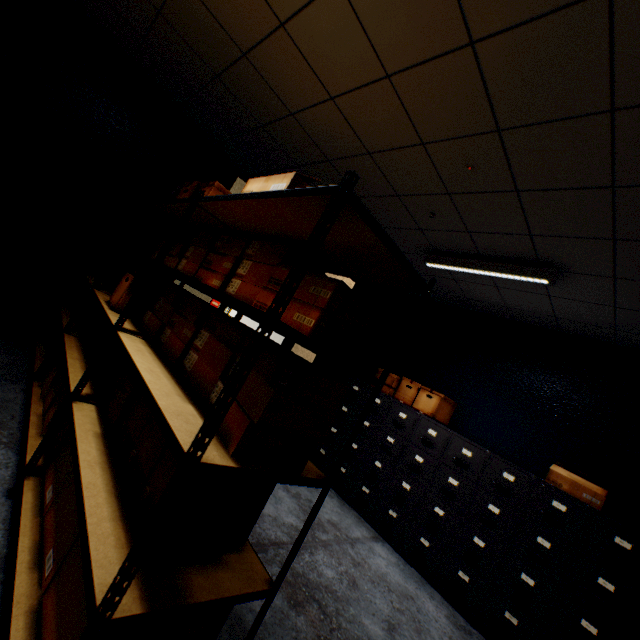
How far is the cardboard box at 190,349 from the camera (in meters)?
1.33

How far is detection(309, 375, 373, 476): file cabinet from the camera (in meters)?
4.15

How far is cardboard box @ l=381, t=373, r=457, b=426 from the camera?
3.7m

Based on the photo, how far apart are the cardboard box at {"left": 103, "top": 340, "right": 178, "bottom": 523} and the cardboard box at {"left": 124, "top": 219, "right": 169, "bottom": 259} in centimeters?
49cm

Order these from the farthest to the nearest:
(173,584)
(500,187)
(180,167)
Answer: (180,167)
(500,187)
(173,584)

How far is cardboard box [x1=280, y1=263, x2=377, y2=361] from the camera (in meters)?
1.10

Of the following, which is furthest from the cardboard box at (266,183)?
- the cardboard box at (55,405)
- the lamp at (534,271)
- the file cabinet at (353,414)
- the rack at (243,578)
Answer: the file cabinet at (353,414)

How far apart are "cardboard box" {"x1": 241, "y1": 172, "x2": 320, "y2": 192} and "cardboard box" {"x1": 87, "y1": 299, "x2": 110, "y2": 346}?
0.96m
